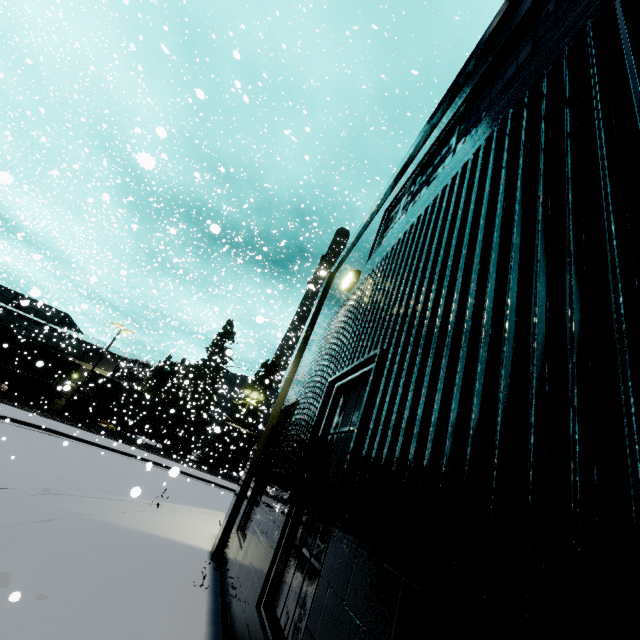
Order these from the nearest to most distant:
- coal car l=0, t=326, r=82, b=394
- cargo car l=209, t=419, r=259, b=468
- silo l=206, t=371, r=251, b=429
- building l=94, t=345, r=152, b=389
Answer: coal car l=0, t=326, r=82, b=394
cargo car l=209, t=419, r=259, b=468
silo l=206, t=371, r=251, b=429
building l=94, t=345, r=152, b=389

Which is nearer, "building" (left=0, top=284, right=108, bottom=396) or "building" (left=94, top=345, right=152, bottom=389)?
"building" (left=0, top=284, right=108, bottom=396)

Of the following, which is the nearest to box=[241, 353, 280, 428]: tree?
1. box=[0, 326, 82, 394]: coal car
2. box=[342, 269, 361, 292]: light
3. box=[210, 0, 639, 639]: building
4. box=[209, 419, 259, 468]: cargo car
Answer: box=[209, 419, 259, 468]: cargo car

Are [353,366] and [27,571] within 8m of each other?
yes

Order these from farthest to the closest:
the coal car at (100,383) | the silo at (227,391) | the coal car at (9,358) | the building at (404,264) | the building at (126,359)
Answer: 1. the building at (126,359)
2. the silo at (227,391)
3. the coal car at (100,383)
4. the coal car at (9,358)
5. the building at (404,264)

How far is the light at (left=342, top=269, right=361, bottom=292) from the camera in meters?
5.9 m

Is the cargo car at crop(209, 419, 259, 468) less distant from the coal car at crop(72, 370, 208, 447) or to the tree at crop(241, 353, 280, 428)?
the coal car at crop(72, 370, 208, 447)

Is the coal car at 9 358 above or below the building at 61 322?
below
